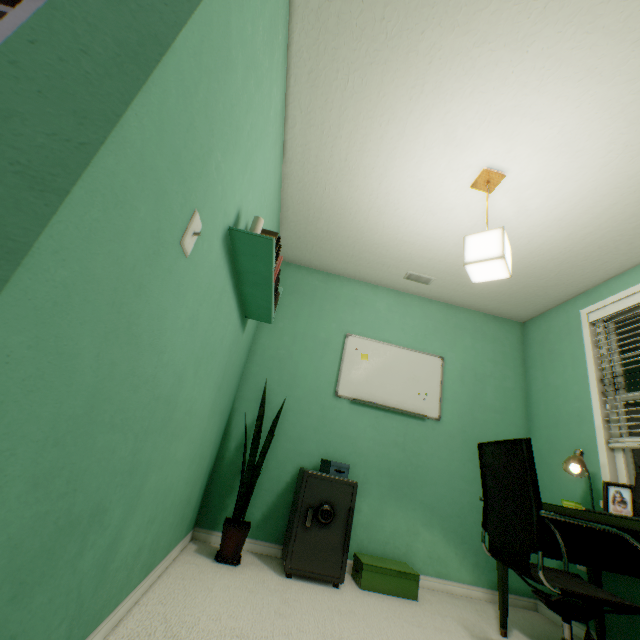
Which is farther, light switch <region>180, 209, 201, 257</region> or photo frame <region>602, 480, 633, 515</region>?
photo frame <region>602, 480, 633, 515</region>

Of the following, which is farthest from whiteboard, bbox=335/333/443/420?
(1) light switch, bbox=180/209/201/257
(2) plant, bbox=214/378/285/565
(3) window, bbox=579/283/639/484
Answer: (1) light switch, bbox=180/209/201/257

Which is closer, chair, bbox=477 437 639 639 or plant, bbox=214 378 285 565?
chair, bbox=477 437 639 639

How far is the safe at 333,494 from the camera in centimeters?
205cm

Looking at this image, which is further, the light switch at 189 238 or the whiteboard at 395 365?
the whiteboard at 395 365

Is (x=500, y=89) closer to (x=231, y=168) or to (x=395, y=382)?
(x=231, y=168)

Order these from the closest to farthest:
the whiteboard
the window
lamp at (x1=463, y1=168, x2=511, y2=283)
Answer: lamp at (x1=463, y1=168, x2=511, y2=283), the window, the whiteboard

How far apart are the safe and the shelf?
1.1m
